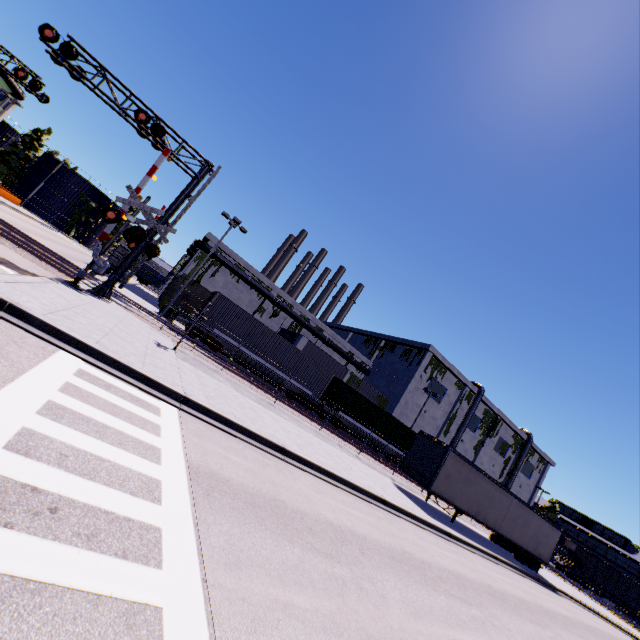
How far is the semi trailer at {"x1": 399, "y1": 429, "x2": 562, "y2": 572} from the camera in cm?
1905

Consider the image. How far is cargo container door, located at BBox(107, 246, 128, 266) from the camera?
35.1 meters

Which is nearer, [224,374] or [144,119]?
[144,119]

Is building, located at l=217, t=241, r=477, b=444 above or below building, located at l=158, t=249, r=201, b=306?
above

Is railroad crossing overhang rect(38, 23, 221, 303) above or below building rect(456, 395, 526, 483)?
below

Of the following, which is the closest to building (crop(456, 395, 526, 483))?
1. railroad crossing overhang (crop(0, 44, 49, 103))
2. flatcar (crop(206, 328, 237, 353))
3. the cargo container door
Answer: flatcar (crop(206, 328, 237, 353))

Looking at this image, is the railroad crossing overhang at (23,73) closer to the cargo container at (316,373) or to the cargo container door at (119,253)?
the cargo container at (316,373)

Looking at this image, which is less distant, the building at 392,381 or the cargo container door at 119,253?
the cargo container door at 119,253
